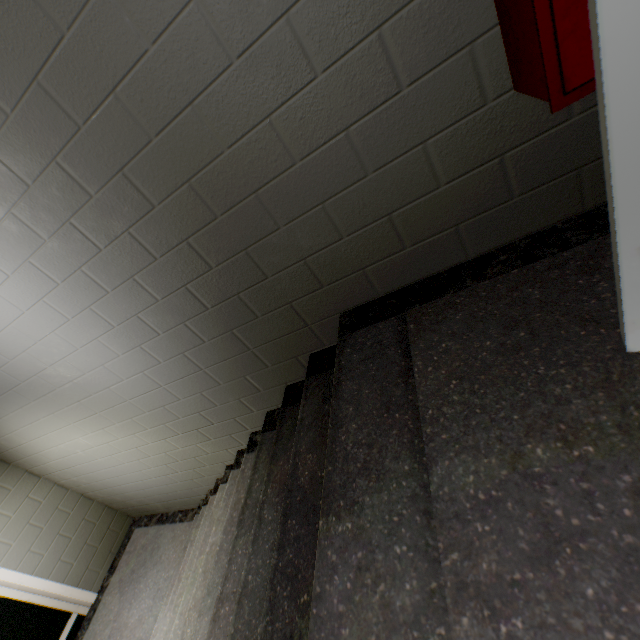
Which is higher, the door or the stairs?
the door

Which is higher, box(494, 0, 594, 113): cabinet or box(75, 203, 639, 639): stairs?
box(494, 0, 594, 113): cabinet

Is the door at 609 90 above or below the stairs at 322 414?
above

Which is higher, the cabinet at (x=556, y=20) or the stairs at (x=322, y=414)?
the cabinet at (x=556, y=20)

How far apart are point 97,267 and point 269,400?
1.2m
